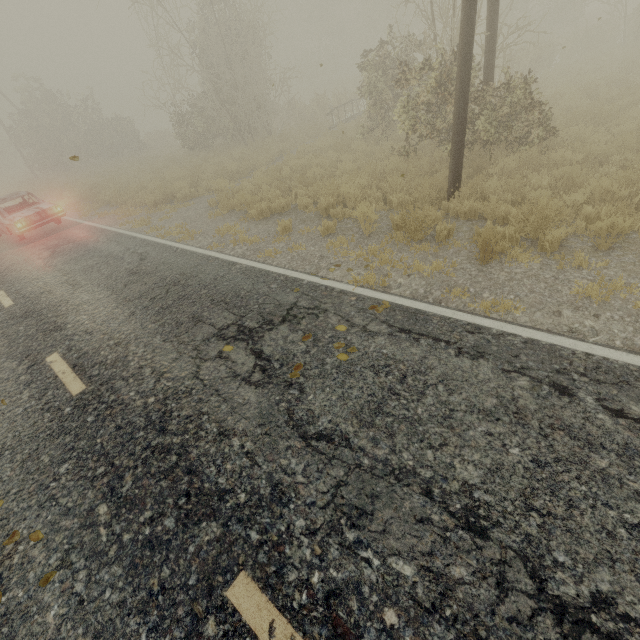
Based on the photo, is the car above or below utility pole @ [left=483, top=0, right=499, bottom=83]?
below

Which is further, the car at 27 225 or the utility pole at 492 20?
the car at 27 225

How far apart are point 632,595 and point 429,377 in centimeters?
197cm

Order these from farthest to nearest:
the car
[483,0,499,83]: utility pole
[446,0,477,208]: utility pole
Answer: the car
[483,0,499,83]: utility pole
[446,0,477,208]: utility pole

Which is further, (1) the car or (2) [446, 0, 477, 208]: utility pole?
(1) the car

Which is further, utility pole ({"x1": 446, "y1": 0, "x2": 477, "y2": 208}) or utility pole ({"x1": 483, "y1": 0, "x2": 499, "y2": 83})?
utility pole ({"x1": 483, "y1": 0, "x2": 499, "y2": 83})

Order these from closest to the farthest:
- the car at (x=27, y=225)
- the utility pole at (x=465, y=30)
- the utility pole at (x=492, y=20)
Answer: the utility pole at (x=465, y=30)
the utility pole at (x=492, y=20)
the car at (x=27, y=225)
